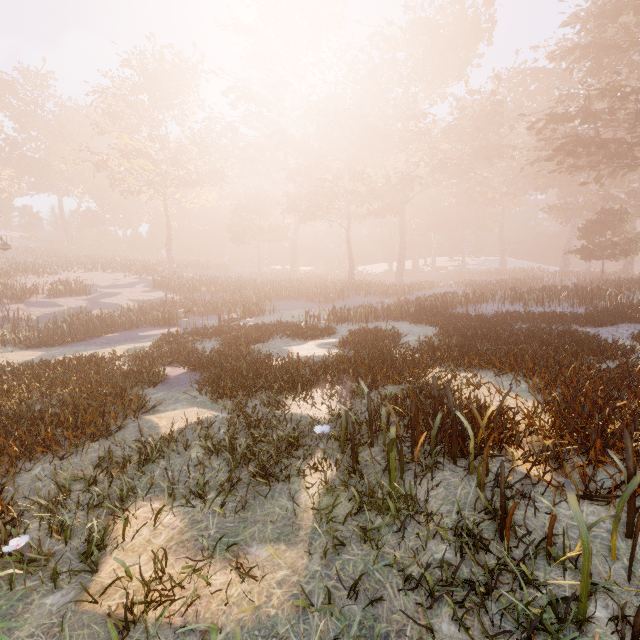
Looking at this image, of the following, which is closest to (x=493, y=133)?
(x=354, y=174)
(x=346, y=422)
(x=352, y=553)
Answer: (x=354, y=174)
